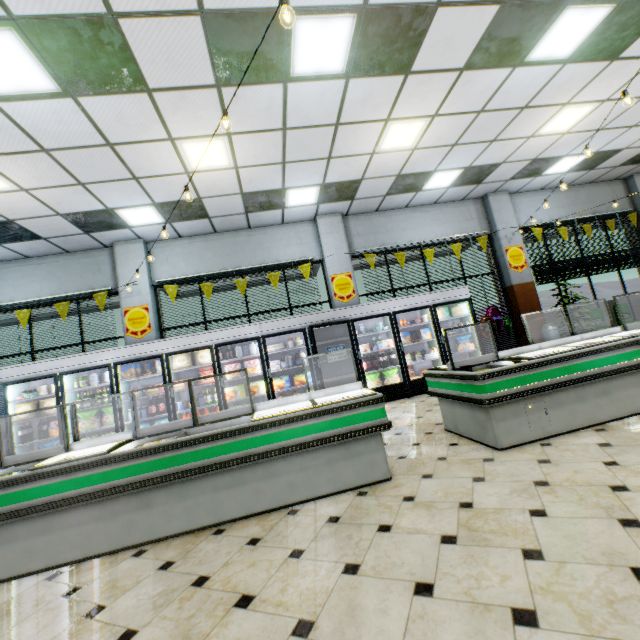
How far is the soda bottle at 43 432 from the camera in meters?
6.5

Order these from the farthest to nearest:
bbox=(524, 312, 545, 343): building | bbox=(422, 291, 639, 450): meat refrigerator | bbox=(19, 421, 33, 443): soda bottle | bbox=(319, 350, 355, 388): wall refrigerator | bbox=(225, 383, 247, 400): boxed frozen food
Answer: bbox=(524, 312, 545, 343): building
bbox=(319, 350, 355, 388): wall refrigerator
bbox=(225, 383, 247, 400): boxed frozen food
bbox=(19, 421, 33, 443): soda bottle
bbox=(422, 291, 639, 450): meat refrigerator

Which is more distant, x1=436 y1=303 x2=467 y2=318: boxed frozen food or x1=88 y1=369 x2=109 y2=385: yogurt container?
x1=436 y1=303 x2=467 y2=318: boxed frozen food

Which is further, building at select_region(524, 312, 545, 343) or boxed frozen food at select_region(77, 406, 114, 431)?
building at select_region(524, 312, 545, 343)

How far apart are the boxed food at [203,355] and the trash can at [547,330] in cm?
896

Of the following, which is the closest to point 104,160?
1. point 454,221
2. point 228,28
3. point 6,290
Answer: point 228,28

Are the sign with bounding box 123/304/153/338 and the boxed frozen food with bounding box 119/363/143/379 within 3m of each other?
yes

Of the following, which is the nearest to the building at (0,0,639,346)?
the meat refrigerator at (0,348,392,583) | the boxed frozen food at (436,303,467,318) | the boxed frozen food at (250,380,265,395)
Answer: the meat refrigerator at (0,348,392,583)
